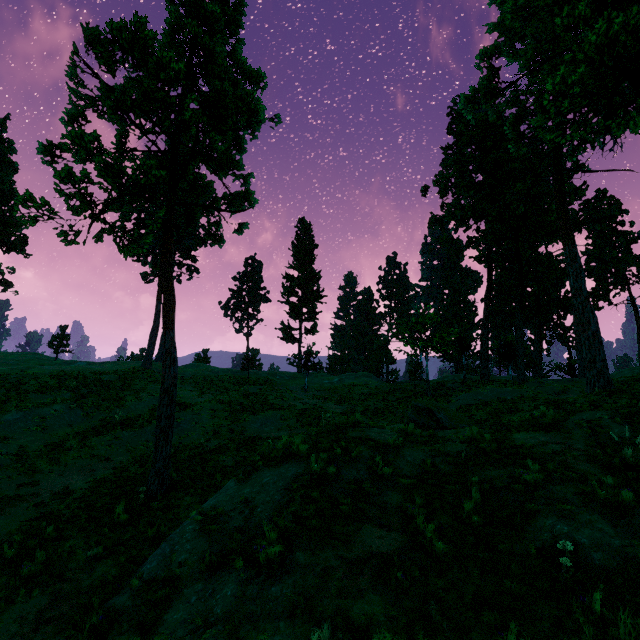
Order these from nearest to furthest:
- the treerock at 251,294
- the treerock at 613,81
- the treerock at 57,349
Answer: the treerock at 613,81, the treerock at 251,294, the treerock at 57,349

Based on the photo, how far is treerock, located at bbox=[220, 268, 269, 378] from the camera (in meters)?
37.47

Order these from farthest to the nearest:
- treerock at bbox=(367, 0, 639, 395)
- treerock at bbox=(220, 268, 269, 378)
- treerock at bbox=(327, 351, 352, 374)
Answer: treerock at bbox=(327, 351, 352, 374) → treerock at bbox=(220, 268, 269, 378) → treerock at bbox=(367, 0, 639, 395)

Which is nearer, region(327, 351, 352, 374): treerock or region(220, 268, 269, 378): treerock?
region(220, 268, 269, 378): treerock

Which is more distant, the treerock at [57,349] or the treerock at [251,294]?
the treerock at [57,349]

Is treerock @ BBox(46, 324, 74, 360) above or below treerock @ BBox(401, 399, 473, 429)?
above

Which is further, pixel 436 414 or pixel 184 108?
pixel 436 414
